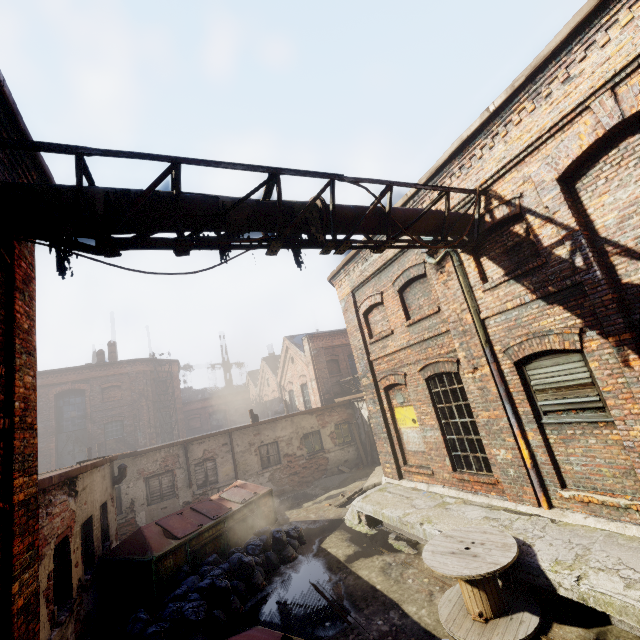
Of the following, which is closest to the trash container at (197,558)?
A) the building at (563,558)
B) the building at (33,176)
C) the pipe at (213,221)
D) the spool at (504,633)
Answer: the building at (563,558)

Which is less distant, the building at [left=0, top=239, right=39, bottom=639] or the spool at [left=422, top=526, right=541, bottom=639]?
the building at [left=0, top=239, right=39, bottom=639]

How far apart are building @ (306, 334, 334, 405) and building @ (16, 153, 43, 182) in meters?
17.1 m

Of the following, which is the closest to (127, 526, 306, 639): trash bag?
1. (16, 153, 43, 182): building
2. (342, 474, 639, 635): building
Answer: (342, 474, 639, 635): building

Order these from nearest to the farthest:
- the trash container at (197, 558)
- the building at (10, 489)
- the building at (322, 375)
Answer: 1. the building at (10, 489)
2. the trash container at (197, 558)
3. the building at (322, 375)

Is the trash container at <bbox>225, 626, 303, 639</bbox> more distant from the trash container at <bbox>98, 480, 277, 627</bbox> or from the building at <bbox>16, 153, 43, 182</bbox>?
the trash container at <bbox>98, 480, 277, 627</bbox>

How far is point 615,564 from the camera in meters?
4.4

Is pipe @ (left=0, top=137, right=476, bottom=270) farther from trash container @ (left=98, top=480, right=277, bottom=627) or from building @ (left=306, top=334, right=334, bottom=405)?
building @ (left=306, top=334, right=334, bottom=405)
